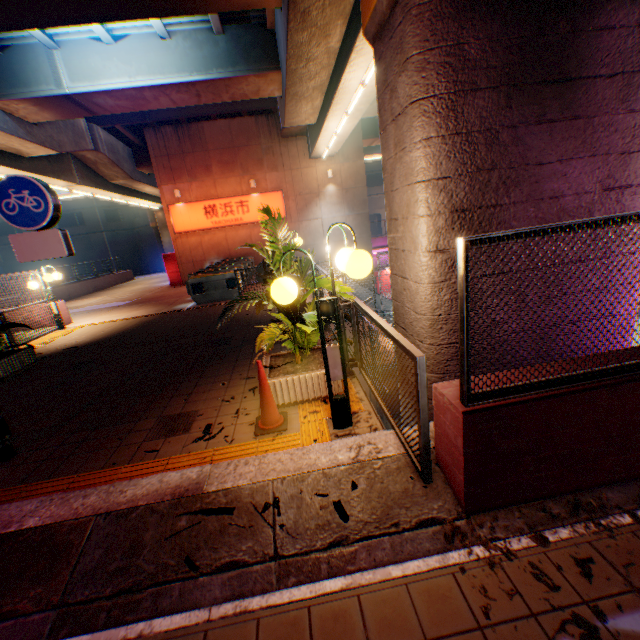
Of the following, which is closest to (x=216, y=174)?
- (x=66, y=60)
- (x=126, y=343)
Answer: (x=66, y=60)

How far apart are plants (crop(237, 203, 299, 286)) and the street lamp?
0.2 meters

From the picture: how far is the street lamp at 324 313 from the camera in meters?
3.0 m

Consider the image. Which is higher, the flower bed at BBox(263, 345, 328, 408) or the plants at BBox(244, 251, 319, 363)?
the plants at BBox(244, 251, 319, 363)

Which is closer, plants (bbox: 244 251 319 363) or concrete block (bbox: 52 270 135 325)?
plants (bbox: 244 251 319 363)

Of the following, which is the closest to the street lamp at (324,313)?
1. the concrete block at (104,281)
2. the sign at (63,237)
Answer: the sign at (63,237)

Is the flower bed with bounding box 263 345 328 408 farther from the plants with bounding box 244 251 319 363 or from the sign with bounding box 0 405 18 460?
the sign with bounding box 0 405 18 460

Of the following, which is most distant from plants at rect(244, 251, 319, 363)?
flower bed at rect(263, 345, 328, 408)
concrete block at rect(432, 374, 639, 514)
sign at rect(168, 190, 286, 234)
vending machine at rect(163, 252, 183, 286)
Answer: vending machine at rect(163, 252, 183, 286)
